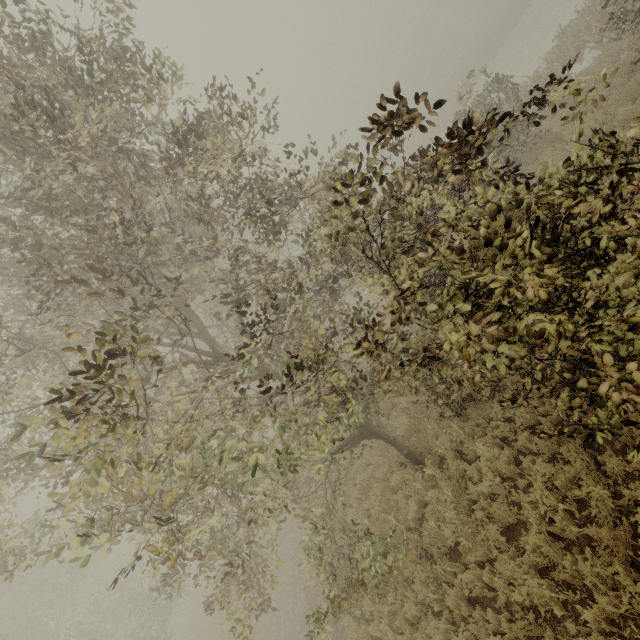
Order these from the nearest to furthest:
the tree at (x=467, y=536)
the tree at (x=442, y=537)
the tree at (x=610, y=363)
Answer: the tree at (x=610, y=363)
the tree at (x=467, y=536)
the tree at (x=442, y=537)

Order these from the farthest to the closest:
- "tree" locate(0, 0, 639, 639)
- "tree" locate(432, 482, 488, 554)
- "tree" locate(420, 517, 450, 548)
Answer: "tree" locate(420, 517, 450, 548), "tree" locate(432, 482, 488, 554), "tree" locate(0, 0, 639, 639)

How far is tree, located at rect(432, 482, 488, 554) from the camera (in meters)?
6.26

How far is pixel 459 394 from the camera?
7.9m

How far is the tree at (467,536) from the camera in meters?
6.3

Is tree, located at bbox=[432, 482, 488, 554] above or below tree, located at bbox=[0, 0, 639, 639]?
below

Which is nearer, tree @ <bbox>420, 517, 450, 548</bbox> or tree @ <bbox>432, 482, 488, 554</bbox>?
tree @ <bbox>432, 482, 488, 554</bbox>
